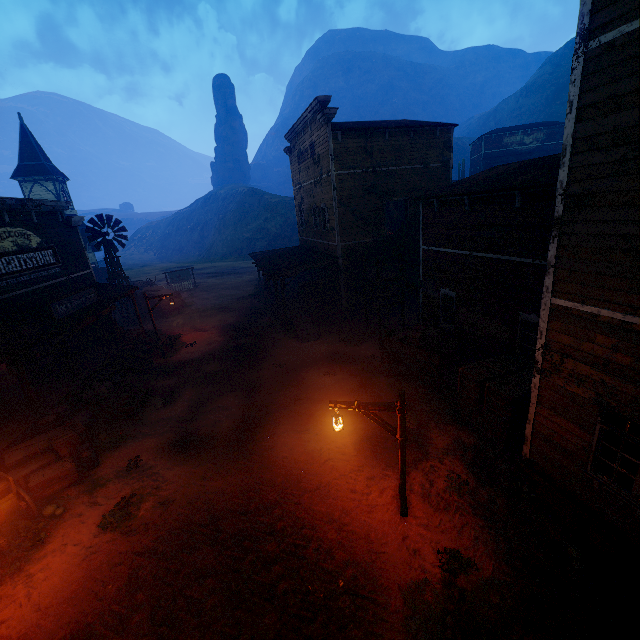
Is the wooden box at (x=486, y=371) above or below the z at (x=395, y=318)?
above

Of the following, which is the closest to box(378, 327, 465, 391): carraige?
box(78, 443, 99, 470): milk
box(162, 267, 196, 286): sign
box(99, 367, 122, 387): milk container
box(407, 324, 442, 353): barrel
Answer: box(407, 324, 442, 353): barrel

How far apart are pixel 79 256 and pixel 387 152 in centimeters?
1889cm

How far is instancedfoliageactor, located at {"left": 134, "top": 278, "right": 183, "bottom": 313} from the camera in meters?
27.5 m

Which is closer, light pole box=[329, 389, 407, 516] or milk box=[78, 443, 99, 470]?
light pole box=[329, 389, 407, 516]

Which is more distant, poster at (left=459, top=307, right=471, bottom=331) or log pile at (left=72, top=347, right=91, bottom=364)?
log pile at (left=72, top=347, right=91, bottom=364)

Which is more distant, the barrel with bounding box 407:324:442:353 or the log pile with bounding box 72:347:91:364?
the log pile with bounding box 72:347:91:364

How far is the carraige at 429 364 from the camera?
12.10m
